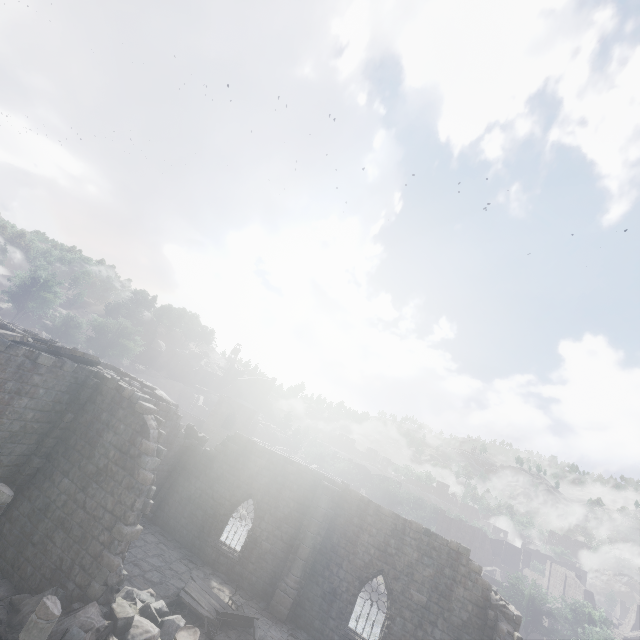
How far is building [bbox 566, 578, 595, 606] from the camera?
56.4m

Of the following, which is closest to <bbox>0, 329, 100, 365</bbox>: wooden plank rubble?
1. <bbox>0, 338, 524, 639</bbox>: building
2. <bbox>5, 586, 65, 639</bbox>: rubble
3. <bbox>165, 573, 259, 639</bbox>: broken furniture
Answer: <bbox>0, 338, 524, 639</bbox>: building

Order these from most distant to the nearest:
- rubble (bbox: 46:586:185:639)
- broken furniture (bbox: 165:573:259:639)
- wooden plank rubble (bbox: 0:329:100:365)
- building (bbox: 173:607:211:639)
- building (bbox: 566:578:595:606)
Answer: building (bbox: 566:578:595:606), broken furniture (bbox: 165:573:259:639), wooden plank rubble (bbox: 0:329:100:365), rubble (bbox: 46:586:185:639), building (bbox: 173:607:211:639)

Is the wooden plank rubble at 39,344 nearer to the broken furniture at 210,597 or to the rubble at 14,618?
the rubble at 14,618

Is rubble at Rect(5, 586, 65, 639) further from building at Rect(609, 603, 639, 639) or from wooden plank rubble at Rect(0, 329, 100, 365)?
wooden plank rubble at Rect(0, 329, 100, 365)

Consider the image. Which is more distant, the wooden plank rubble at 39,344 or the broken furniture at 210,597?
the broken furniture at 210,597

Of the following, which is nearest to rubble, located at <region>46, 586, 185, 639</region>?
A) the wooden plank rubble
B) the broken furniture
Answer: the broken furniture

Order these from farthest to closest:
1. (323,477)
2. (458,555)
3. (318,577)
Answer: (323,477), (318,577), (458,555)
